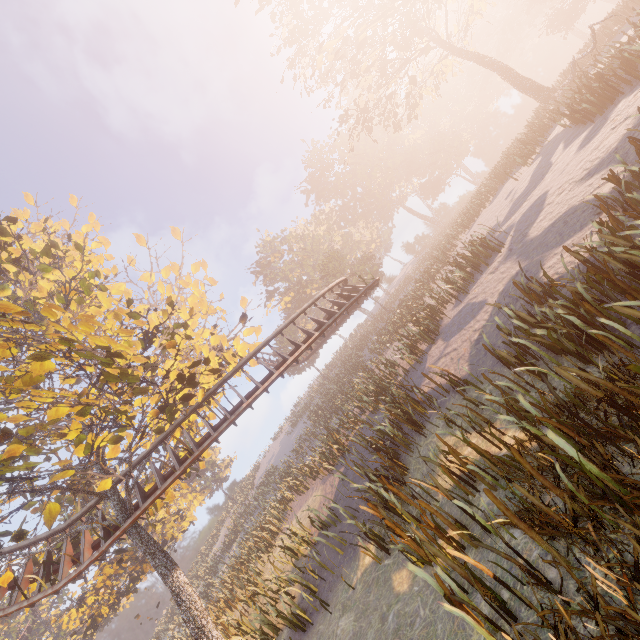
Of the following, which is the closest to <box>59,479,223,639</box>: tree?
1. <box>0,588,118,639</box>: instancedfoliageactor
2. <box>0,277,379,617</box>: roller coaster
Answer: <box>0,277,379,617</box>: roller coaster

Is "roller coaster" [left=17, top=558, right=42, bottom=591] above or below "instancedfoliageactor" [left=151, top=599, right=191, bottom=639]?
above

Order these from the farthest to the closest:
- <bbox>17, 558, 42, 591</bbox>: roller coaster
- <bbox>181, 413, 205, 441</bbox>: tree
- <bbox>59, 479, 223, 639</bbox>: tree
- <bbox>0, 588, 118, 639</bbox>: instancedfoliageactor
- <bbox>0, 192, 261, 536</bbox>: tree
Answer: <bbox>0, 588, 118, 639</bbox>: instancedfoliageactor < <bbox>181, 413, 205, 441</bbox>: tree < <bbox>17, 558, 42, 591</bbox>: roller coaster < <bbox>59, 479, 223, 639</bbox>: tree < <bbox>0, 192, 261, 536</bbox>: tree

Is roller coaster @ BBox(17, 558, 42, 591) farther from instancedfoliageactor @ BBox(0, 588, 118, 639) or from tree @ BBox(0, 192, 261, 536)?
instancedfoliageactor @ BBox(0, 588, 118, 639)

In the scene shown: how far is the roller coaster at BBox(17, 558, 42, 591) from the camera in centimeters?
1235cm

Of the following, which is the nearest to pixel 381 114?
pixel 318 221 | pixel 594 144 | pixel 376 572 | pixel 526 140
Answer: pixel 526 140

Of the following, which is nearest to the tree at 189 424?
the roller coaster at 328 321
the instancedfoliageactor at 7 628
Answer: the roller coaster at 328 321
